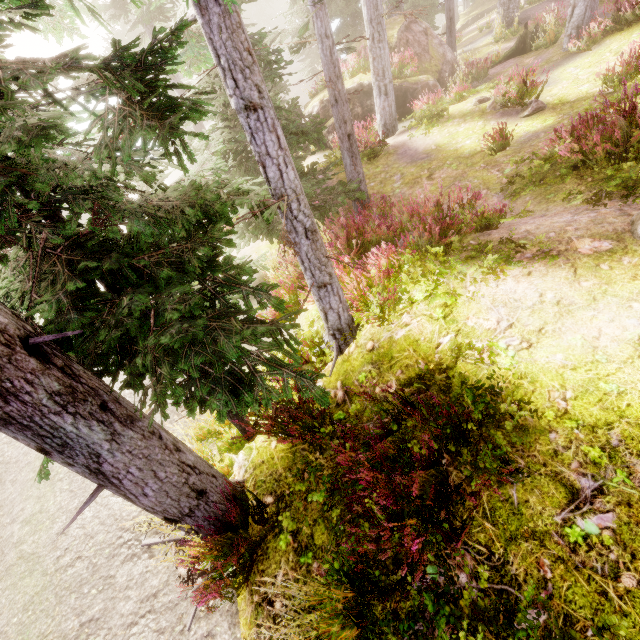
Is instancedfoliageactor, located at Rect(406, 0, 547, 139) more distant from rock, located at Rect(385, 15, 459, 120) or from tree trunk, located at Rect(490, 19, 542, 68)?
tree trunk, located at Rect(490, 19, 542, 68)

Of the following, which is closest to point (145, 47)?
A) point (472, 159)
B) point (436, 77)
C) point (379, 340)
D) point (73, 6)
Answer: point (436, 77)

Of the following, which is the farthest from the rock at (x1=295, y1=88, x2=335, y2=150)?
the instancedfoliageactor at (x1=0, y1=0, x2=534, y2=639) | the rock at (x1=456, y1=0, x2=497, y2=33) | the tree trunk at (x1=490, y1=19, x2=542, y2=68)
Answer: the rock at (x1=456, y1=0, x2=497, y2=33)

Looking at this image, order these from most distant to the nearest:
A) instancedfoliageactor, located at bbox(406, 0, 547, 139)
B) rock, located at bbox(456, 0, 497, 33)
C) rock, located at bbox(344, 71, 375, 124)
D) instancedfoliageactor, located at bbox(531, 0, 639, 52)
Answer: rock, located at bbox(456, 0, 497, 33) < rock, located at bbox(344, 71, 375, 124) < instancedfoliageactor, located at bbox(531, 0, 639, 52) < instancedfoliageactor, located at bbox(406, 0, 547, 139)

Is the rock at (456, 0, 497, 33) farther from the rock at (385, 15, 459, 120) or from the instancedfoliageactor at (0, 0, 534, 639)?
the rock at (385, 15, 459, 120)

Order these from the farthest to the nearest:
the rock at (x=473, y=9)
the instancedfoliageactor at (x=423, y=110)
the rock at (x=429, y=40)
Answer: the rock at (x=473, y=9)
the rock at (x=429, y=40)
the instancedfoliageactor at (x=423, y=110)

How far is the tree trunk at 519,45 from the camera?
14.6m

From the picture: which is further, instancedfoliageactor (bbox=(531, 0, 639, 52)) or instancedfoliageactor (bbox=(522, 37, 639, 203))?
instancedfoliageactor (bbox=(531, 0, 639, 52))
